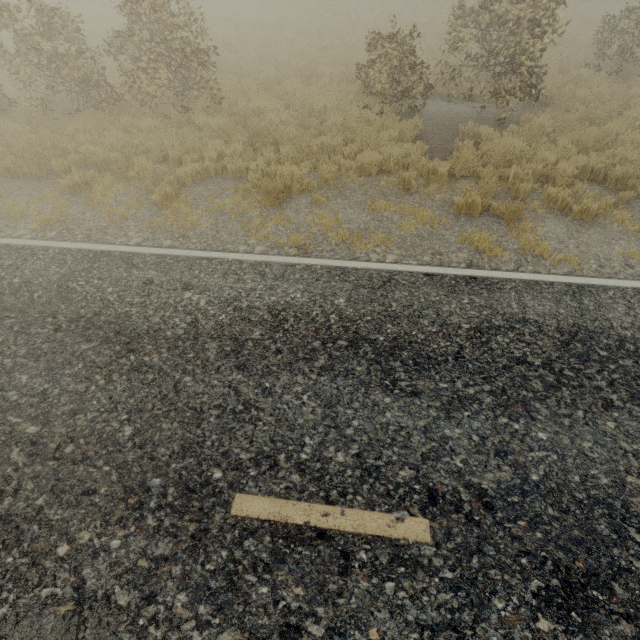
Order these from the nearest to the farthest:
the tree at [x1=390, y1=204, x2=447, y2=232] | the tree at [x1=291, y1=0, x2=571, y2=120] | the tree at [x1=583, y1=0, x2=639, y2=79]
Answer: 1. the tree at [x1=390, y1=204, x2=447, y2=232]
2. the tree at [x1=291, y1=0, x2=571, y2=120]
3. the tree at [x1=583, y1=0, x2=639, y2=79]

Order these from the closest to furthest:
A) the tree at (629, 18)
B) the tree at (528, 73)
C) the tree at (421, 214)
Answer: the tree at (421, 214) < the tree at (528, 73) < the tree at (629, 18)

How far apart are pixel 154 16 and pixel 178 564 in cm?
1255

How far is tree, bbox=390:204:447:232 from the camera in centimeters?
611cm

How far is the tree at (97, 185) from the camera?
6.5m

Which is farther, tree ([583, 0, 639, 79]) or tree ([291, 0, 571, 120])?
tree ([583, 0, 639, 79])

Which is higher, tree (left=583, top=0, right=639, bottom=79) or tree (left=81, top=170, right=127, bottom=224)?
tree (left=583, top=0, right=639, bottom=79)
